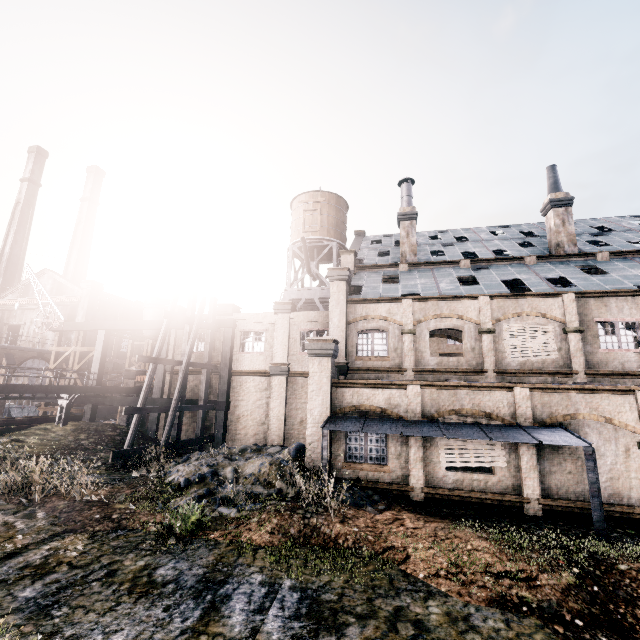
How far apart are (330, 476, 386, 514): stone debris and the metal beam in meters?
7.1

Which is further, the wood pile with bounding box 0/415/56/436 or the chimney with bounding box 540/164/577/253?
the chimney with bounding box 540/164/577/253

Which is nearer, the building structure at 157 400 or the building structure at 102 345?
the building structure at 157 400

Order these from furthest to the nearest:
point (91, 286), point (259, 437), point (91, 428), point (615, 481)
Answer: point (91, 286) → point (259, 437) → point (91, 428) → point (615, 481)

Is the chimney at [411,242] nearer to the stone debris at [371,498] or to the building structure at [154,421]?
the building structure at [154,421]

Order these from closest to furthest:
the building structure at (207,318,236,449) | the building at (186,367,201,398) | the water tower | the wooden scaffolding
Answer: the building structure at (207,318,236,449), the building at (186,367,201,398), the wooden scaffolding, the water tower

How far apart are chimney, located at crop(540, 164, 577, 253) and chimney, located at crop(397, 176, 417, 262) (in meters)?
9.47

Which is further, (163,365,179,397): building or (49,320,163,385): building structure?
(49,320,163,385): building structure
